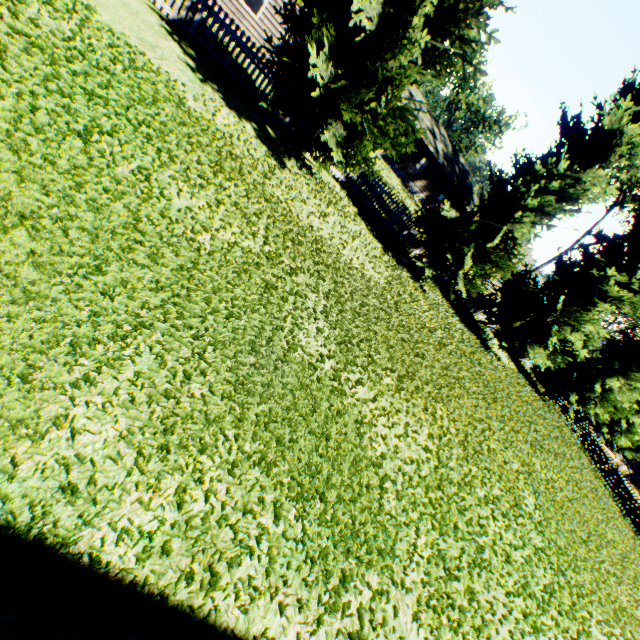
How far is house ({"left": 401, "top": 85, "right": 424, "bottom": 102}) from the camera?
31.42m

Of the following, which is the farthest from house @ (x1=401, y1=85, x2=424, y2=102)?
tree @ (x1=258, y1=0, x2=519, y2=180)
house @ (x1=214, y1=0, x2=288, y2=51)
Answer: tree @ (x1=258, y1=0, x2=519, y2=180)

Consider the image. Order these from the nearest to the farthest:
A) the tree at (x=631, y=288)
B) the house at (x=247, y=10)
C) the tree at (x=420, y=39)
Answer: the tree at (x=420, y=39)
the tree at (x=631, y=288)
the house at (x=247, y=10)

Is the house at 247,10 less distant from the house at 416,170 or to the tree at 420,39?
the house at 416,170

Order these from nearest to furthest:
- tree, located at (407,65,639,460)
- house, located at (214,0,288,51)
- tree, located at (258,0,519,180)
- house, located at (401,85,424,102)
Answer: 1. tree, located at (258,0,519,180)
2. tree, located at (407,65,639,460)
3. house, located at (214,0,288,51)
4. house, located at (401,85,424,102)

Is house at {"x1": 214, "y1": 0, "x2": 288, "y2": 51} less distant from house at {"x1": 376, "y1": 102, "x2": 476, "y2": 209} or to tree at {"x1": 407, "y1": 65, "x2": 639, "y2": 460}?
house at {"x1": 376, "y1": 102, "x2": 476, "y2": 209}

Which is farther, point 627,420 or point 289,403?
point 627,420
